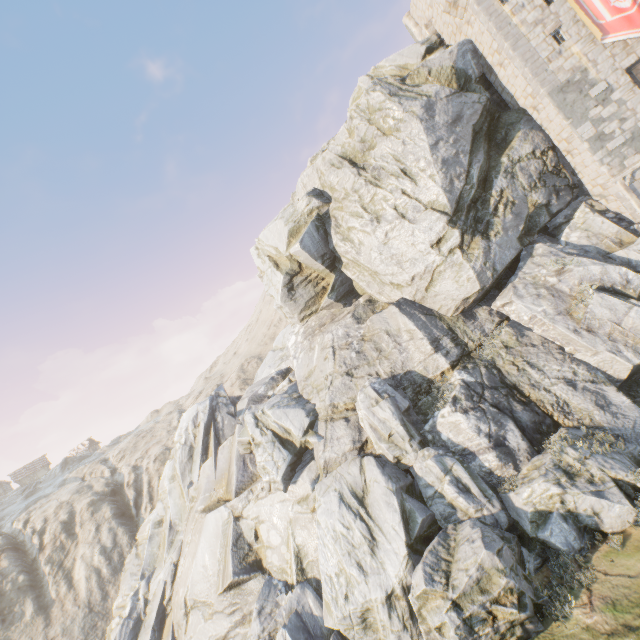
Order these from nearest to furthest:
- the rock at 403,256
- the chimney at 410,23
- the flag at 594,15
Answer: the rock at 403,256
the flag at 594,15
the chimney at 410,23

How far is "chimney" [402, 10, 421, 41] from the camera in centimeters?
2636cm

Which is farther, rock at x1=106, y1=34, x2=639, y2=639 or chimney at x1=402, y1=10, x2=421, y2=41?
chimney at x1=402, y1=10, x2=421, y2=41

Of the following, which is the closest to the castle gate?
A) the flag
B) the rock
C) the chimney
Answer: the flag

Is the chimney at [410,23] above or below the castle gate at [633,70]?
above

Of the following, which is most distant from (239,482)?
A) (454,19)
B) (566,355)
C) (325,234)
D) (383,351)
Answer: (454,19)

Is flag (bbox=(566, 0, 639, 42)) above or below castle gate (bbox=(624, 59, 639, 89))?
above

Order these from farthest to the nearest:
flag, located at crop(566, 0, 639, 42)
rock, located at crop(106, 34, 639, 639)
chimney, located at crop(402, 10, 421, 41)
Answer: chimney, located at crop(402, 10, 421, 41) → flag, located at crop(566, 0, 639, 42) → rock, located at crop(106, 34, 639, 639)
